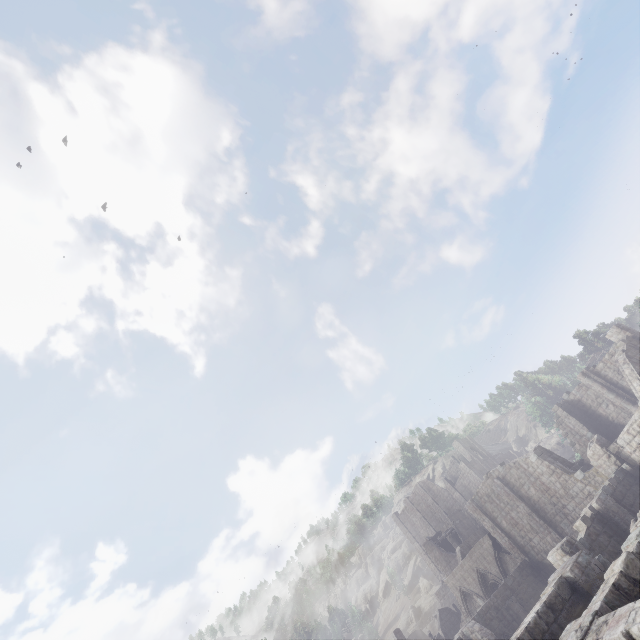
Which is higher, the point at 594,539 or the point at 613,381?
the point at 613,381

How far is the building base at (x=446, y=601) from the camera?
51.8 meters

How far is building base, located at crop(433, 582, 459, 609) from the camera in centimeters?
5183cm

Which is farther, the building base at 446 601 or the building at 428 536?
the building base at 446 601

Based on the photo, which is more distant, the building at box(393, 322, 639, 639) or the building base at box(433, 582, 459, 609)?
the building base at box(433, 582, 459, 609)
